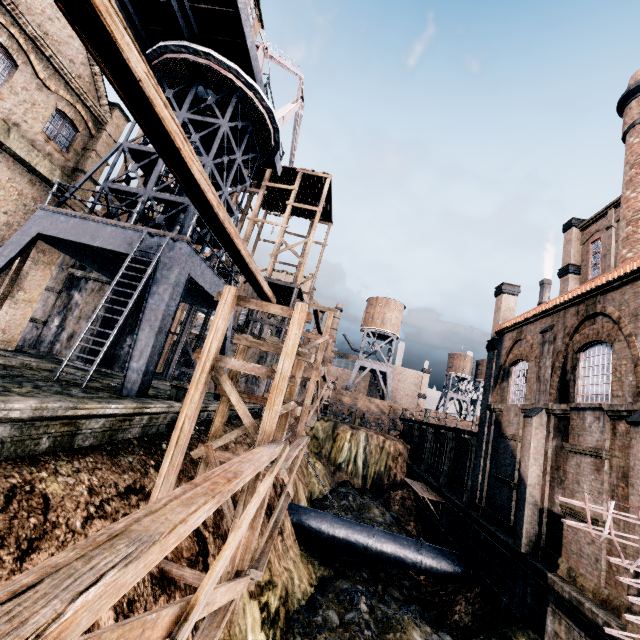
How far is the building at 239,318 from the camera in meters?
29.4

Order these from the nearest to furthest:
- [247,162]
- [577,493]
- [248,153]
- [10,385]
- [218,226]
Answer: [218,226], [10,385], [577,493], [248,153], [247,162]

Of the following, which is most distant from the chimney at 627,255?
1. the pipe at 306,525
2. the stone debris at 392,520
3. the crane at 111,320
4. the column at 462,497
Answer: the crane at 111,320

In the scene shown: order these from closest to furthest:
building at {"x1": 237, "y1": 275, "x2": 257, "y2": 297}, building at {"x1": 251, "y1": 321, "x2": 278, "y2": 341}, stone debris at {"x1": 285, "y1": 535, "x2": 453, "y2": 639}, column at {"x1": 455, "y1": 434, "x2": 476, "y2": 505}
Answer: stone debris at {"x1": 285, "y1": 535, "x2": 453, "y2": 639} < column at {"x1": 455, "y1": 434, "x2": 476, "y2": 505} < building at {"x1": 237, "y1": 275, "x2": 257, "y2": 297} < building at {"x1": 251, "y1": 321, "x2": 278, "y2": 341}

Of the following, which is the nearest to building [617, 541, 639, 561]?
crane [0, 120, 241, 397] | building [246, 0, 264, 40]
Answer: crane [0, 120, 241, 397]

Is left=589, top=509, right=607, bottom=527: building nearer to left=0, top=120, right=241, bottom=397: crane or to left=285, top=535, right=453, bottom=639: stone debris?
left=0, top=120, right=241, bottom=397: crane

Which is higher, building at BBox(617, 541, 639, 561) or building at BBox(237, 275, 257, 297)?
building at BBox(237, 275, 257, 297)

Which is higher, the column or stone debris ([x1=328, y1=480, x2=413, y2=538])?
the column
